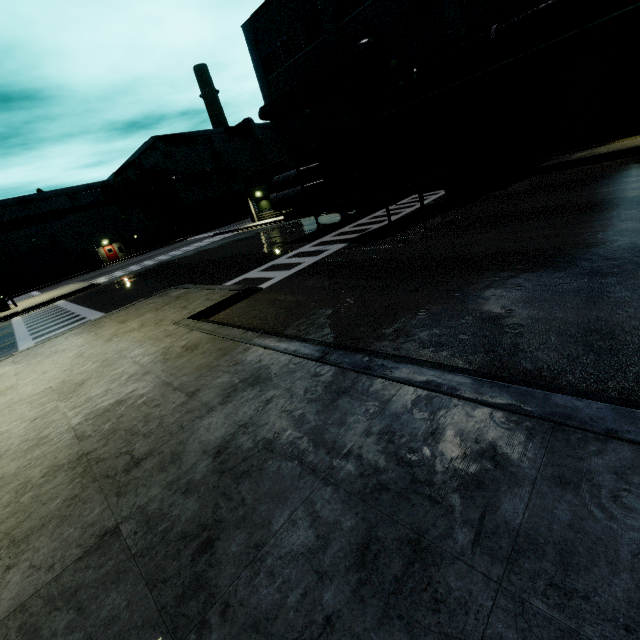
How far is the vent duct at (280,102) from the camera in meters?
19.9

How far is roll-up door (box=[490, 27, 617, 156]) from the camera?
14.62m

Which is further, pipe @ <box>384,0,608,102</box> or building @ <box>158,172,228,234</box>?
building @ <box>158,172,228,234</box>

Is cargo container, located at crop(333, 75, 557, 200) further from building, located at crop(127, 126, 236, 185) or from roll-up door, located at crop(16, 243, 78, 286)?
roll-up door, located at crop(16, 243, 78, 286)

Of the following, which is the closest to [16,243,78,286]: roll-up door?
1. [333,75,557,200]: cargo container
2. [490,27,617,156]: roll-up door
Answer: [490,27,617,156]: roll-up door

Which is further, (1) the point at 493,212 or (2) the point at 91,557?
(1) the point at 493,212

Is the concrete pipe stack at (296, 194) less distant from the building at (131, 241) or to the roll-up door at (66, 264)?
the building at (131, 241)

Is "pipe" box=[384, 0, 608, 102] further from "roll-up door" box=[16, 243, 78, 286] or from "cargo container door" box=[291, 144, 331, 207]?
"roll-up door" box=[16, 243, 78, 286]
